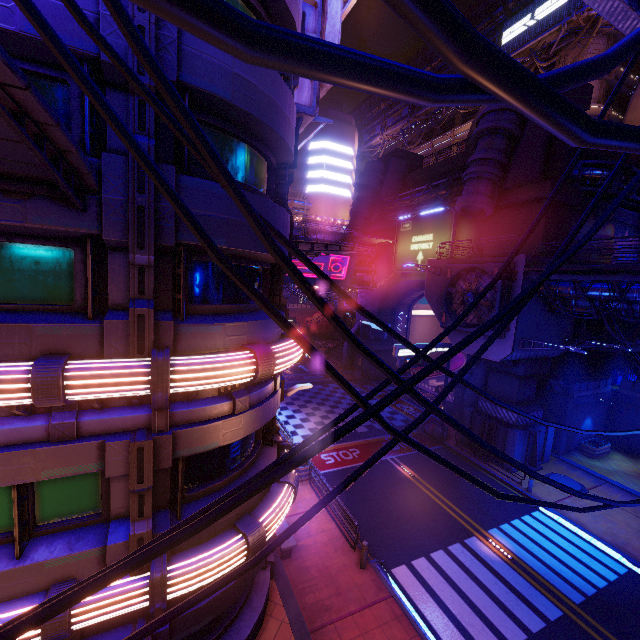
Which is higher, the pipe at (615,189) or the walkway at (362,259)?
the pipe at (615,189)

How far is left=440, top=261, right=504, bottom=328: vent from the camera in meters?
18.8 m

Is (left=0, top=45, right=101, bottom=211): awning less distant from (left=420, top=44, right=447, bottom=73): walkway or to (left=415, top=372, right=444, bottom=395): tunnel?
(left=420, top=44, right=447, bottom=73): walkway

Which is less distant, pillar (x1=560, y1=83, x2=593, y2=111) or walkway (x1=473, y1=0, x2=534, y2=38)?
pillar (x1=560, y1=83, x2=593, y2=111)

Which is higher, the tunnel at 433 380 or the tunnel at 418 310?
the tunnel at 418 310

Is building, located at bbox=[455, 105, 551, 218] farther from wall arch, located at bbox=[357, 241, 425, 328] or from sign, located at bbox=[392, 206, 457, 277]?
sign, located at bbox=[392, 206, 457, 277]

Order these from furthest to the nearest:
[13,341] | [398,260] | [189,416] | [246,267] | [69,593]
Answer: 1. [398,260]
2. [246,267]
3. [189,416]
4. [13,341]
5. [69,593]

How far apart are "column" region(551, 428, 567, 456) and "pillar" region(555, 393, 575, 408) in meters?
0.0
